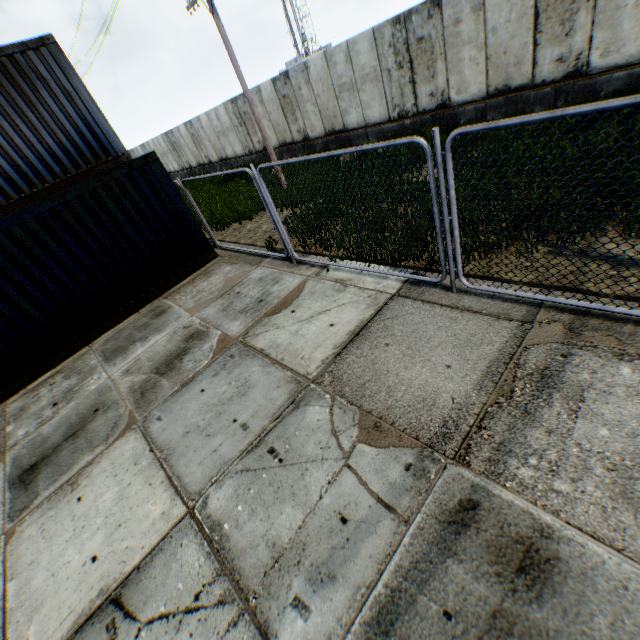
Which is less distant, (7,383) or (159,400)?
(159,400)
